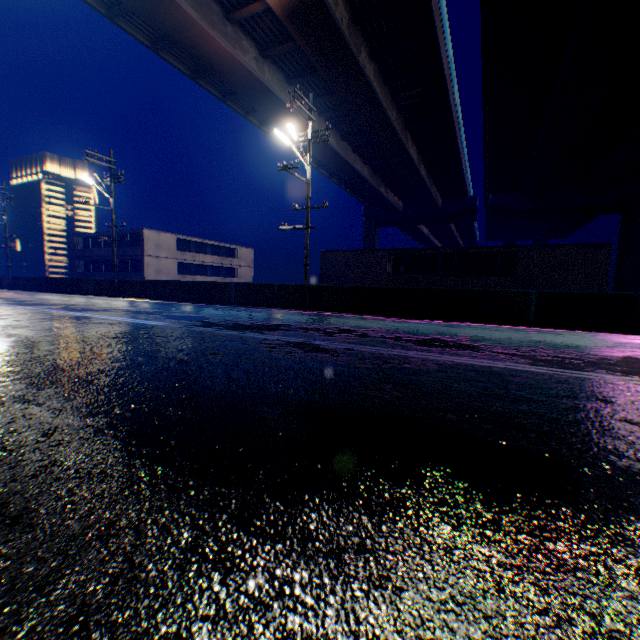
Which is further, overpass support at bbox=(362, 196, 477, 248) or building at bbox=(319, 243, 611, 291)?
overpass support at bbox=(362, 196, 477, 248)

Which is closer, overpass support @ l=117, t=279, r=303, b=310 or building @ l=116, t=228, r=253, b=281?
overpass support @ l=117, t=279, r=303, b=310

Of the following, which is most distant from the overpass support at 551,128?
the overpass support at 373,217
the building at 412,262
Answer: the building at 412,262

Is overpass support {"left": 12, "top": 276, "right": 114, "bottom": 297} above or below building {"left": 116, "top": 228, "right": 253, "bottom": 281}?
below

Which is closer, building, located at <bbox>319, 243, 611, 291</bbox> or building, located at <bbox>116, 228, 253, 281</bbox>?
building, located at <bbox>319, 243, 611, 291</bbox>

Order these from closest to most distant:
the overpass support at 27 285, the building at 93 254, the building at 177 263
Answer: the overpass support at 27 285, the building at 177 263, the building at 93 254

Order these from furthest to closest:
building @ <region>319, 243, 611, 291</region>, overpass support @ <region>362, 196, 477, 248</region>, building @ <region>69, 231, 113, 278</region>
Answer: overpass support @ <region>362, 196, 477, 248</region> < building @ <region>69, 231, 113, 278</region> < building @ <region>319, 243, 611, 291</region>

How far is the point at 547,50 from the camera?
18.5m
